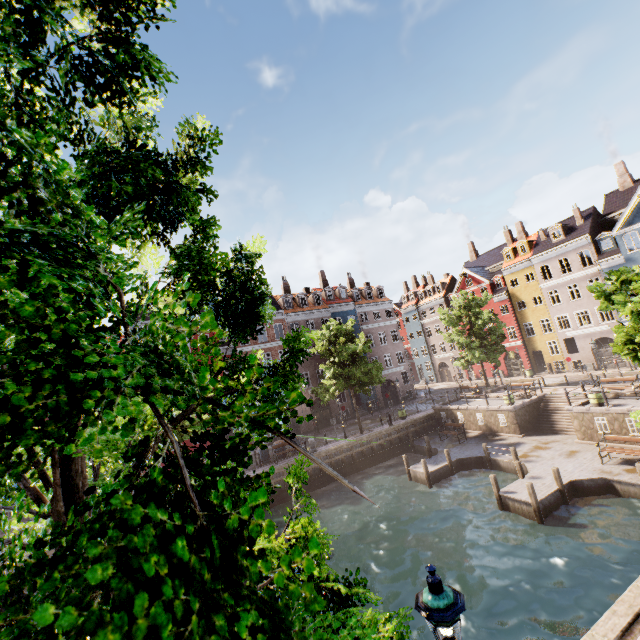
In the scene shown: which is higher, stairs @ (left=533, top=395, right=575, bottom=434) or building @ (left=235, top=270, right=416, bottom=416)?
building @ (left=235, top=270, right=416, bottom=416)

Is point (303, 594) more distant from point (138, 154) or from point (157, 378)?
point (138, 154)

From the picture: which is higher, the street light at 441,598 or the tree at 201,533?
the tree at 201,533

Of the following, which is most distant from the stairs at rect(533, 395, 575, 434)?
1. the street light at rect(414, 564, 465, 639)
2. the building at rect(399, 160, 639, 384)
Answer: the street light at rect(414, 564, 465, 639)

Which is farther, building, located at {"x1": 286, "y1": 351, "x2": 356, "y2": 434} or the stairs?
building, located at {"x1": 286, "y1": 351, "x2": 356, "y2": 434}

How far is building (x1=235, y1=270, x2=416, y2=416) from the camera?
36.59m

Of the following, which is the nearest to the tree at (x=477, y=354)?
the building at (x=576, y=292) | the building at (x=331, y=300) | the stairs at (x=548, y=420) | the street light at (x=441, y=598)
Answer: the street light at (x=441, y=598)

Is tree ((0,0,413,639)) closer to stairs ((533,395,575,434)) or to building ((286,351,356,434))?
building ((286,351,356,434))
